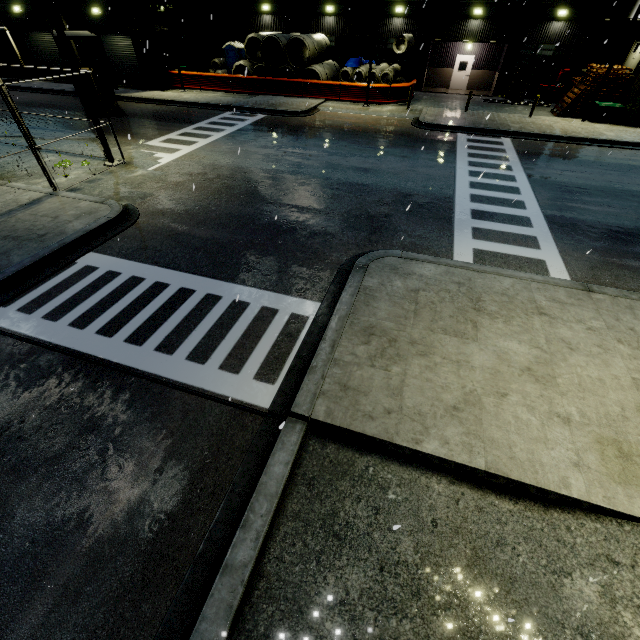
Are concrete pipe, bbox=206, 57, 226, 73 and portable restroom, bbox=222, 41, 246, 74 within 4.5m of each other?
yes

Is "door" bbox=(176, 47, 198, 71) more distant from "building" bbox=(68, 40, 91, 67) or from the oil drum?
the oil drum

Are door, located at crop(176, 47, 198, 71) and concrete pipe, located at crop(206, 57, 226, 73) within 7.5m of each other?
yes

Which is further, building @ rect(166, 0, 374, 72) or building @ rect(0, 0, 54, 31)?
building @ rect(166, 0, 374, 72)

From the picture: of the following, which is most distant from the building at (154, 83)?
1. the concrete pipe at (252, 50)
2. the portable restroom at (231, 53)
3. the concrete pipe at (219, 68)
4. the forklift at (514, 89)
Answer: the concrete pipe at (252, 50)

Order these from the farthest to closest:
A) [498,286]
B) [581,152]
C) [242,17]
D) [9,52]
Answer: [242,17] → [9,52] → [581,152] → [498,286]

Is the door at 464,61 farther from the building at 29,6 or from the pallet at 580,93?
the pallet at 580,93

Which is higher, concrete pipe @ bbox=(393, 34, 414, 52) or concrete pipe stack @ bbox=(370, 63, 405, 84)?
concrete pipe @ bbox=(393, 34, 414, 52)
